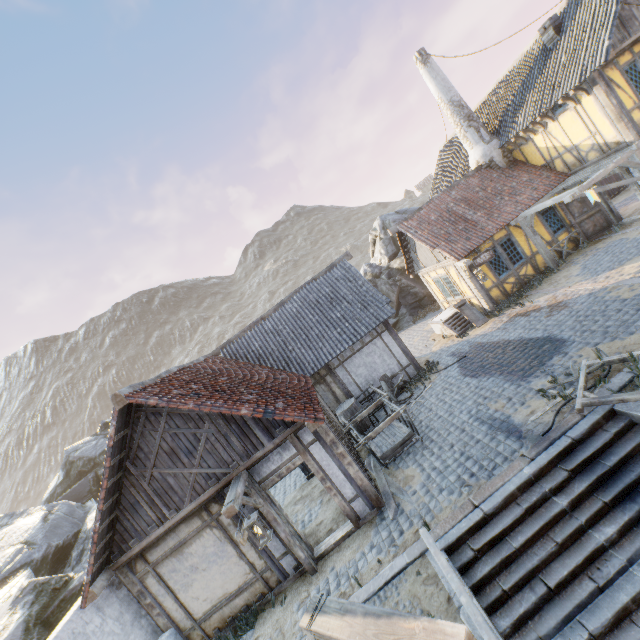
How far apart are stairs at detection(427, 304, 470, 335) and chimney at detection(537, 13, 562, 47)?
11.2 meters

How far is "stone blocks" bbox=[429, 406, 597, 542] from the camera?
6.29m

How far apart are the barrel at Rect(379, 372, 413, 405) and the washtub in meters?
4.2

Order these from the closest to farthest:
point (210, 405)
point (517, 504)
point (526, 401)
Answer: point (517, 504)
point (210, 405)
point (526, 401)

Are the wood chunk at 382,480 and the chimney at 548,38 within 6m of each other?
no

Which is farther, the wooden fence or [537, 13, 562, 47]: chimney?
[537, 13, 562, 47]: chimney

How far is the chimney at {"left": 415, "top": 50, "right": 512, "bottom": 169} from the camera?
15.84m

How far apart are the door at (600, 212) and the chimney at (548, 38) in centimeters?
592cm
